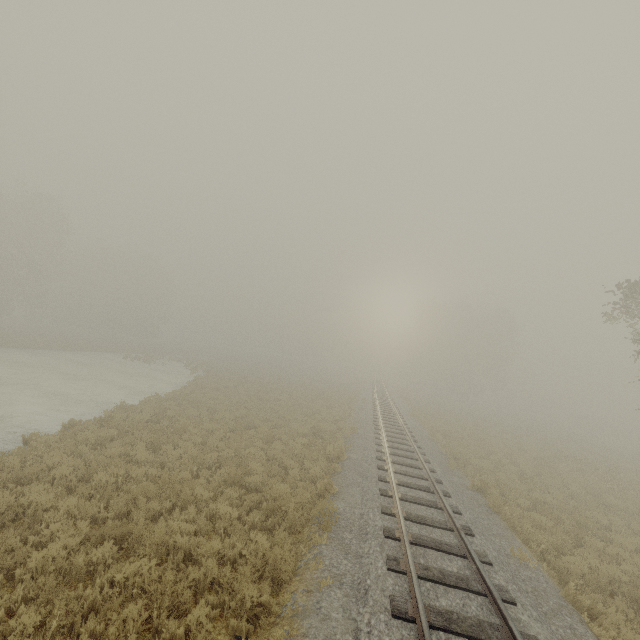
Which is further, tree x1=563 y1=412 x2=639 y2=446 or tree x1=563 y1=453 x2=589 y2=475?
tree x1=563 y1=412 x2=639 y2=446

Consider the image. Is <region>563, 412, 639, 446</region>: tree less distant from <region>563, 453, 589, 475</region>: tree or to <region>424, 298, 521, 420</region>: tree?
<region>424, 298, 521, 420</region>: tree

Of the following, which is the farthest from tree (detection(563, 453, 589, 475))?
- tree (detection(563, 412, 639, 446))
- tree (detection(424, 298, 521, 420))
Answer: tree (detection(424, 298, 521, 420))

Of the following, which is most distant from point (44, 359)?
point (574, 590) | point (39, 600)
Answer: point (574, 590)

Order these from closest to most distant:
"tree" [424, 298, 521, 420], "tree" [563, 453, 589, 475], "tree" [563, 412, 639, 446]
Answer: "tree" [563, 453, 589, 475] < "tree" [563, 412, 639, 446] < "tree" [424, 298, 521, 420]

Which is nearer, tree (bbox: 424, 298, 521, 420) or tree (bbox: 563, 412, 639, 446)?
tree (bbox: 563, 412, 639, 446)

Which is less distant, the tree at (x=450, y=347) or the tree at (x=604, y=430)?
the tree at (x=604, y=430)

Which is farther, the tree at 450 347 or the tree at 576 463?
the tree at 450 347
